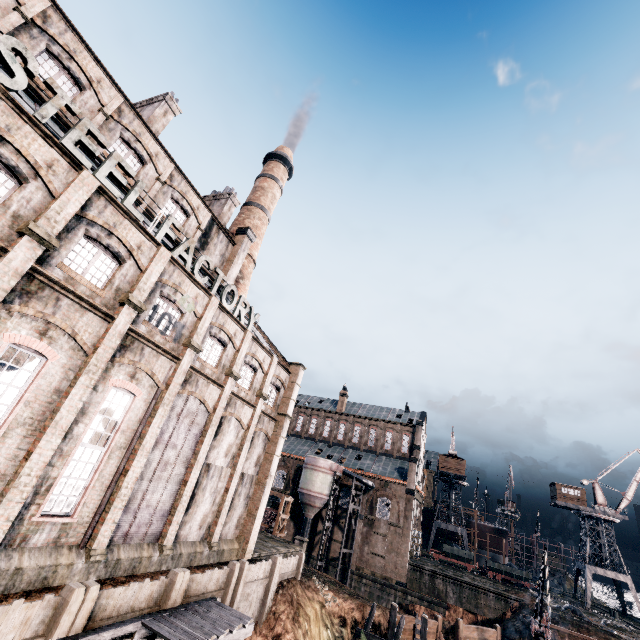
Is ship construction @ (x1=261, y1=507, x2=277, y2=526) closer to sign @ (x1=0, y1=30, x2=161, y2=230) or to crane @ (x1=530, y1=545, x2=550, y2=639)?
crane @ (x1=530, y1=545, x2=550, y2=639)

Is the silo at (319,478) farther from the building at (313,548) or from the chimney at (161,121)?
the chimney at (161,121)

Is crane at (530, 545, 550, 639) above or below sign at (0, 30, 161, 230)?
below

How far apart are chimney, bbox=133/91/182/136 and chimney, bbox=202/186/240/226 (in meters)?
7.59

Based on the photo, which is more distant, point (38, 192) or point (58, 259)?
point (58, 259)

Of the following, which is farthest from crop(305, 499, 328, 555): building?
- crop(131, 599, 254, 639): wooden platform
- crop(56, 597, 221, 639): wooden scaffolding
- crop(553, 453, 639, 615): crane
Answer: crop(553, 453, 639, 615): crane

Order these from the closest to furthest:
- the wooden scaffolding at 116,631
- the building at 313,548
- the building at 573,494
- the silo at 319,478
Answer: the wooden scaffolding at 116,631 → the silo at 319,478 → the building at 313,548 → the building at 573,494

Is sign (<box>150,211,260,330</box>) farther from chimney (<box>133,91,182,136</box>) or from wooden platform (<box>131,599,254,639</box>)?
wooden platform (<box>131,599,254,639</box>)
